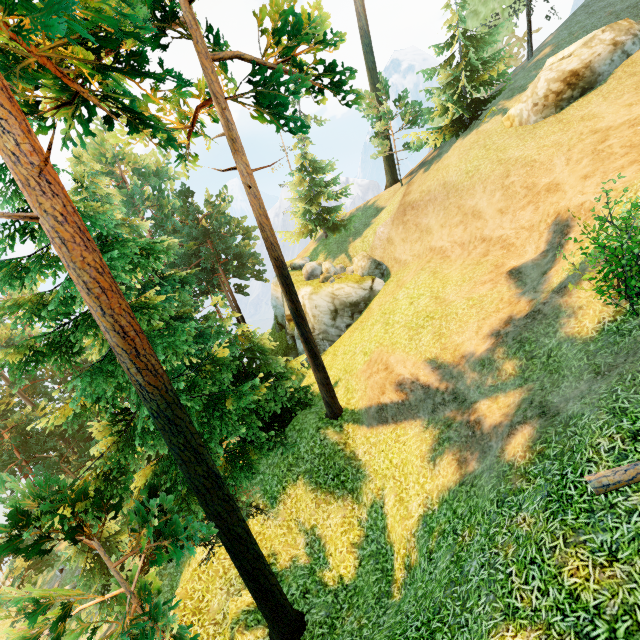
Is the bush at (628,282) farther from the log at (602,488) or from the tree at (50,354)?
the tree at (50,354)

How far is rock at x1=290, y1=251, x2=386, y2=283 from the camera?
23.00m

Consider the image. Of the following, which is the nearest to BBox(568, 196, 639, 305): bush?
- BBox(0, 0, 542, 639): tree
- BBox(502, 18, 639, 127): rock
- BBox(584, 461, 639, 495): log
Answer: BBox(584, 461, 639, 495): log

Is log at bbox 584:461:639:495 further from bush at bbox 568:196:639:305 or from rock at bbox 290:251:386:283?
rock at bbox 290:251:386:283

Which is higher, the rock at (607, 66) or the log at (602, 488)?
the rock at (607, 66)

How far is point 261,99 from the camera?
10.43m

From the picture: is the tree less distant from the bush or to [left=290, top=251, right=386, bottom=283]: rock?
[left=290, top=251, right=386, bottom=283]: rock

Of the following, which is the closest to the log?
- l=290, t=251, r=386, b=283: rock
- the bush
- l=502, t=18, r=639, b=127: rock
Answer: the bush
